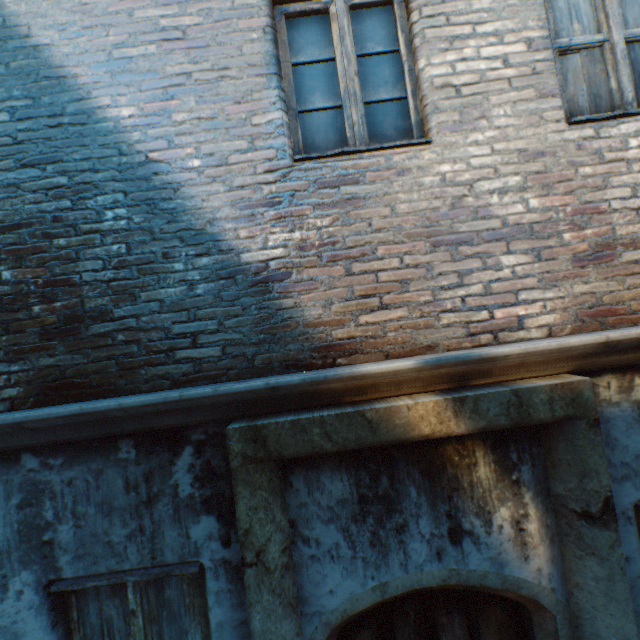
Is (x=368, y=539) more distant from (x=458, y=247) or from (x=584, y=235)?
(x=584, y=235)
